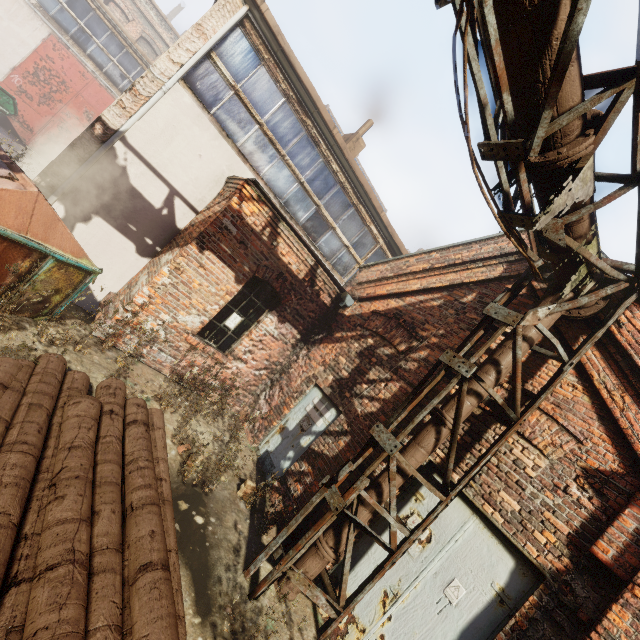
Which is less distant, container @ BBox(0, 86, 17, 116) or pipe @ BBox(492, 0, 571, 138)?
pipe @ BBox(492, 0, 571, 138)

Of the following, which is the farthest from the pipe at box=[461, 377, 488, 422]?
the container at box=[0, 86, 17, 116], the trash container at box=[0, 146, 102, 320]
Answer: the container at box=[0, 86, 17, 116]

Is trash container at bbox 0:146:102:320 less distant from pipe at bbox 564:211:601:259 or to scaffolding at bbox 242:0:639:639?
scaffolding at bbox 242:0:639:639

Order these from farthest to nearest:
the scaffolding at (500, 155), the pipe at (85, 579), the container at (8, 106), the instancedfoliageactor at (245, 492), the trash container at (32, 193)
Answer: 1. the container at (8, 106)
2. the instancedfoliageactor at (245, 492)
3. the trash container at (32, 193)
4. the scaffolding at (500, 155)
5. the pipe at (85, 579)

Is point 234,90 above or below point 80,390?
above

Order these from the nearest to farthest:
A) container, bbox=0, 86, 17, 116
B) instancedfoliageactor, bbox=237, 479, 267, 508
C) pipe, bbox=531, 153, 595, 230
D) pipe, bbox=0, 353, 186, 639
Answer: pipe, bbox=0, 353, 186, 639 → pipe, bbox=531, 153, 595, 230 → instancedfoliageactor, bbox=237, 479, 267, 508 → container, bbox=0, 86, 17, 116

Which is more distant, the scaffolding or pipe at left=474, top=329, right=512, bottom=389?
pipe at left=474, top=329, right=512, bottom=389

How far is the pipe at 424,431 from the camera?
4.28m
